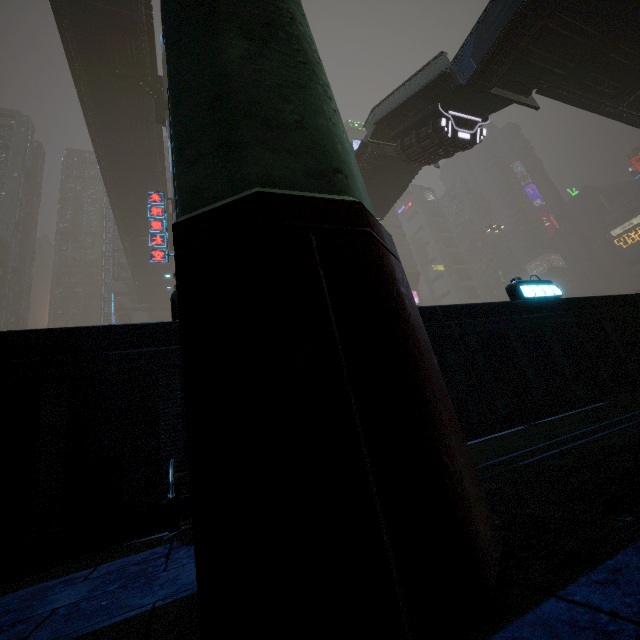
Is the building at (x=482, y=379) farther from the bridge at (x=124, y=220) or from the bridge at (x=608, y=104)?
the bridge at (x=608, y=104)

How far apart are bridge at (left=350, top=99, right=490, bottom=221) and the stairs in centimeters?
0cm

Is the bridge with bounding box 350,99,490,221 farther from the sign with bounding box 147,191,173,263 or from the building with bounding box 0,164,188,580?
the sign with bounding box 147,191,173,263

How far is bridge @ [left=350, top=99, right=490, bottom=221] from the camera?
16.97m

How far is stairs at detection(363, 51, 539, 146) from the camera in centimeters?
1525cm

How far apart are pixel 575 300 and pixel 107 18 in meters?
31.2 m

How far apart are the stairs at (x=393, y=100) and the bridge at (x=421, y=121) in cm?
0

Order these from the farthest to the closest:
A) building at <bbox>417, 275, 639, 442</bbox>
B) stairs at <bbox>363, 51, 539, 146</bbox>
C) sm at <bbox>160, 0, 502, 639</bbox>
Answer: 1. stairs at <bbox>363, 51, 539, 146</bbox>
2. building at <bbox>417, 275, 639, 442</bbox>
3. sm at <bbox>160, 0, 502, 639</bbox>
